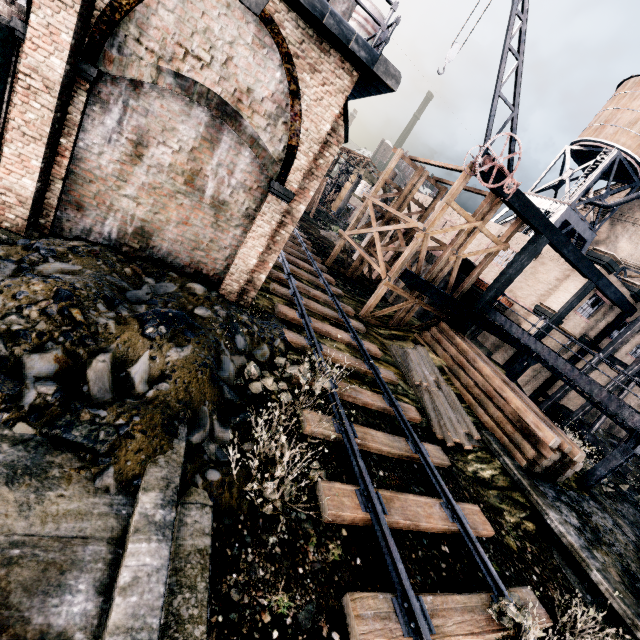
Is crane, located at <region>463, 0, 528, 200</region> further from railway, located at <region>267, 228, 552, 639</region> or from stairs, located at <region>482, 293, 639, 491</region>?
railway, located at <region>267, 228, 552, 639</region>

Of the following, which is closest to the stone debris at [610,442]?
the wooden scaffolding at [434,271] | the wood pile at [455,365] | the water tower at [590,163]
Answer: the wood pile at [455,365]

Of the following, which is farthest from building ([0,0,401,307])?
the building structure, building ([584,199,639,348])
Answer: building ([584,199,639,348])

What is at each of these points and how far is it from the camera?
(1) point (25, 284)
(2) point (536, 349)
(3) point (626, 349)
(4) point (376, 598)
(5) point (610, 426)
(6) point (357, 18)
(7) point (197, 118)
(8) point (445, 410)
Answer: (1) stone debris, 6.1 meters
(2) stairs, 16.0 meters
(3) building, 25.7 meters
(4) railway, 5.3 meters
(5) building, 27.9 meters
(6) silo, 24.0 meters
(7) building, 8.4 meters
(8) wood pile, 12.8 meters

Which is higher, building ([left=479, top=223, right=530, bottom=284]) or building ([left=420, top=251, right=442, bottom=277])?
building ([left=479, top=223, right=530, bottom=284])

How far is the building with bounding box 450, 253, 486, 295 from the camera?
21.54m

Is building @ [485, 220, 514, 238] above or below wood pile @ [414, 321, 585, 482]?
above

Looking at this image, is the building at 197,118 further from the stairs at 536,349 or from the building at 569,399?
the stairs at 536,349
